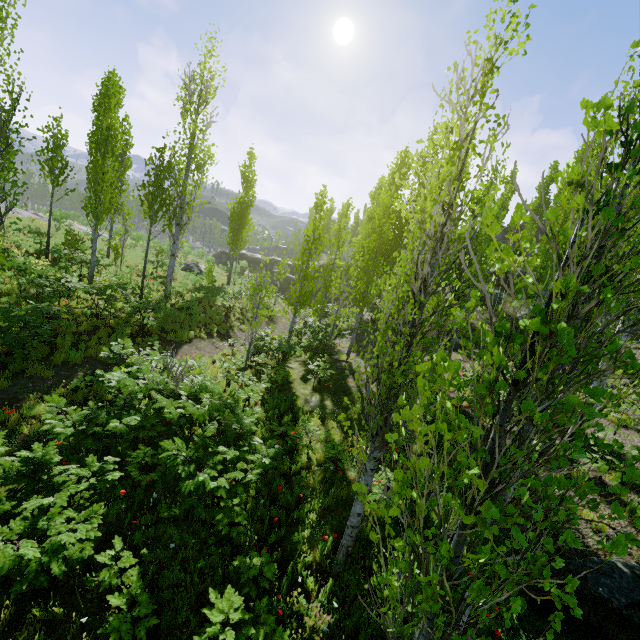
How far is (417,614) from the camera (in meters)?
4.49

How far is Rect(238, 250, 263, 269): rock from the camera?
44.9m

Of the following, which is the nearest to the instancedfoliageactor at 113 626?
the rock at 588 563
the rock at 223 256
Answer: the rock at 588 563

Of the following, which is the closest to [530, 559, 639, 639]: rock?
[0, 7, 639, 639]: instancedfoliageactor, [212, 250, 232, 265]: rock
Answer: [0, 7, 639, 639]: instancedfoliageactor

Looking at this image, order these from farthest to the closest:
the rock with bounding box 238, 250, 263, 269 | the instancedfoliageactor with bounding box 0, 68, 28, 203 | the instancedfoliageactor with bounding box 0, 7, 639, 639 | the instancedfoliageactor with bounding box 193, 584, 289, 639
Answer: the rock with bounding box 238, 250, 263, 269, the instancedfoliageactor with bounding box 0, 68, 28, 203, the instancedfoliageactor with bounding box 193, 584, 289, 639, the instancedfoliageactor with bounding box 0, 7, 639, 639

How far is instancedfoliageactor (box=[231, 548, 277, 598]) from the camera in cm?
478

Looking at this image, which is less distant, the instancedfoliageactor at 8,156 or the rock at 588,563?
the rock at 588,563

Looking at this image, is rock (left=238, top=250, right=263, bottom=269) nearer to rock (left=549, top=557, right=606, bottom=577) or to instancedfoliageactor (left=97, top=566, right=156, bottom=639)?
instancedfoliageactor (left=97, top=566, right=156, bottom=639)
